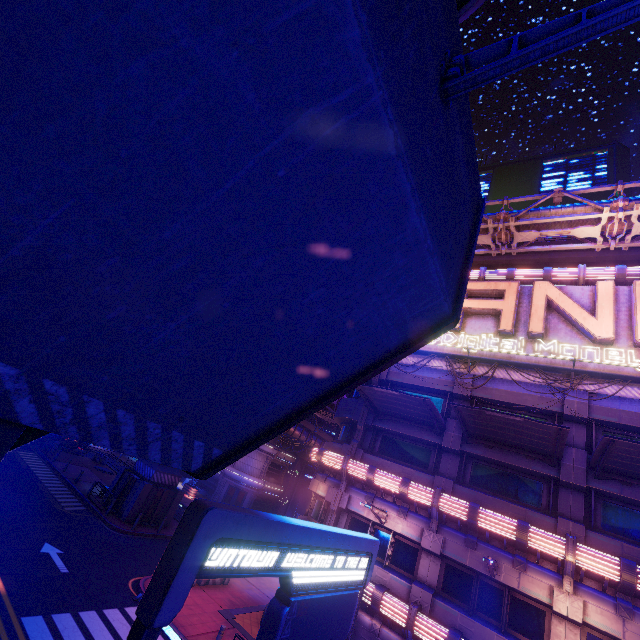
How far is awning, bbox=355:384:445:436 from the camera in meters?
15.2 m

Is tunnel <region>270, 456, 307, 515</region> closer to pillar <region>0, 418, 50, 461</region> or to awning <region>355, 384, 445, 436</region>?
awning <region>355, 384, 445, 436</region>

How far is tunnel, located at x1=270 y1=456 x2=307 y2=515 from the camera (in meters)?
46.56

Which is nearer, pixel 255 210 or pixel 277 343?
pixel 255 210

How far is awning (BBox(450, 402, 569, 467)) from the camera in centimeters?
1233cm

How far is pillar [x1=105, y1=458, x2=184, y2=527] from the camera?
23.97m

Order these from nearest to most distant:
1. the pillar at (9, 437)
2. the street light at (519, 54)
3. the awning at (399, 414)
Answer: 1. the street light at (519, 54)
2. the pillar at (9, 437)
3. the awning at (399, 414)

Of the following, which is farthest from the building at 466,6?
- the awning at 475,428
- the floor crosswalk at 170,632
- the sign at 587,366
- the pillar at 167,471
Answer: the pillar at 167,471
